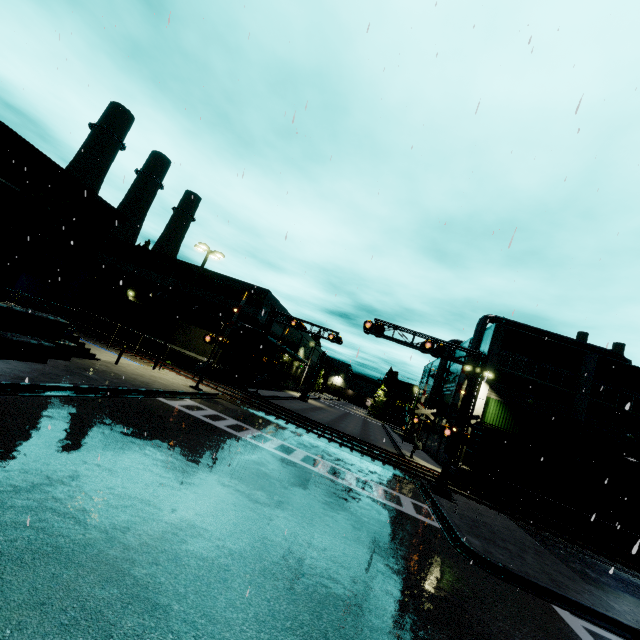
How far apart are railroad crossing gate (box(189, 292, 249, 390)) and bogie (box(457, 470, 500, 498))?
20.0 meters

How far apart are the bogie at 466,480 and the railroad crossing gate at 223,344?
19.95m

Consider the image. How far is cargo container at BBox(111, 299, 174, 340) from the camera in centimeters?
3136cm

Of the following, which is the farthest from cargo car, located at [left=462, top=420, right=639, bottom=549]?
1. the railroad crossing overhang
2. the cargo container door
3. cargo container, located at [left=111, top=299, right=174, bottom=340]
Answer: the cargo container door

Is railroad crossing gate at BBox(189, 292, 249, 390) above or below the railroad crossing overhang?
below

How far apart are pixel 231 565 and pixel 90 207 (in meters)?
29.07

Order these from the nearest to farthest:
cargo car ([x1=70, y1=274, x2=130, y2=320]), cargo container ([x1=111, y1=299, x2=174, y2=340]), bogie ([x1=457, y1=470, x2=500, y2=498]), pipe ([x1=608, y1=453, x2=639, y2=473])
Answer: bogie ([x1=457, y1=470, x2=500, y2=498]) < pipe ([x1=608, y1=453, x2=639, y2=473]) < cargo container ([x1=111, y1=299, x2=174, y2=340]) < cargo car ([x1=70, y1=274, x2=130, y2=320])

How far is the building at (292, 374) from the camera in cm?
5116
